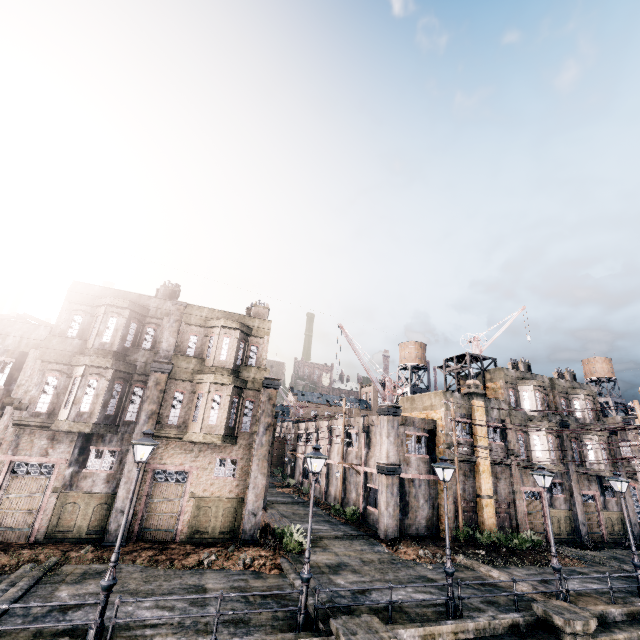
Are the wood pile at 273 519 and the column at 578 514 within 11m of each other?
no

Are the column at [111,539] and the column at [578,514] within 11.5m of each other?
no

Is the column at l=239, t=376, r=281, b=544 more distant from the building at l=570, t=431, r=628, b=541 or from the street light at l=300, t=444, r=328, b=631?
the building at l=570, t=431, r=628, b=541

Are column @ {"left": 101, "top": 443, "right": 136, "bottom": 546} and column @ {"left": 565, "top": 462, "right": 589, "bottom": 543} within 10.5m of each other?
no

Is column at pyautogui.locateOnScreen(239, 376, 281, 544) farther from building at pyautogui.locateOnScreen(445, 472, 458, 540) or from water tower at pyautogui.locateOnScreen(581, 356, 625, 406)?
water tower at pyautogui.locateOnScreen(581, 356, 625, 406)

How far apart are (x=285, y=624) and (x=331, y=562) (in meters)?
7.10

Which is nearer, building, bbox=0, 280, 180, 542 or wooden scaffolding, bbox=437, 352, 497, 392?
building, bbox=0, 280, 180, 542

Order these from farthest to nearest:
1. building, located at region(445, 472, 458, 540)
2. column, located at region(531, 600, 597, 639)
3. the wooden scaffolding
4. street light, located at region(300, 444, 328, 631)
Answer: the wooden scaffolding, building, located at region(445, 472, 458, 540), column, located at region(531, 600, 597, 639), street light, located at region(300, 444, 328, 631)
